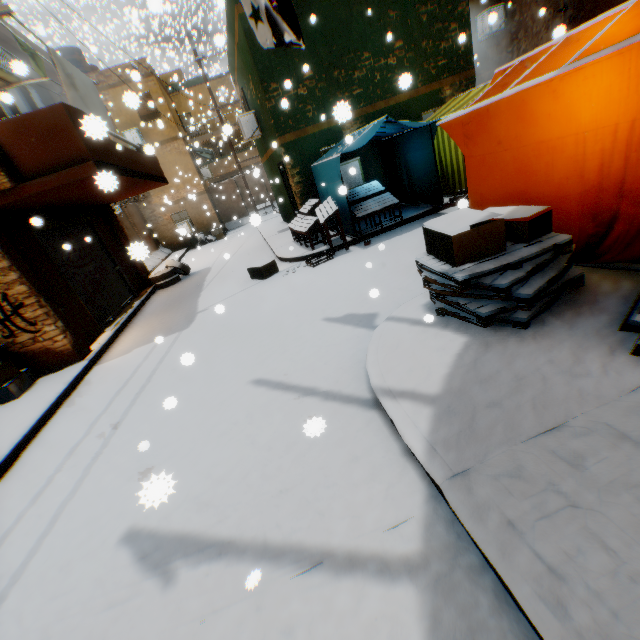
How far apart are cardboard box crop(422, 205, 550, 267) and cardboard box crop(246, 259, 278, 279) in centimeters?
388cm

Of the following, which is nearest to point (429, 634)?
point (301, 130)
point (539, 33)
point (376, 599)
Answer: point (376, 599)

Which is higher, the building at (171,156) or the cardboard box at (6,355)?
the building at (171,156)

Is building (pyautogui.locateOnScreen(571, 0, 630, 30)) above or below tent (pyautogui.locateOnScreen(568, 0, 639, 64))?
above

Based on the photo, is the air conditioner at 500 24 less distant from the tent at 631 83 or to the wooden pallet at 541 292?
the tent at 631 83

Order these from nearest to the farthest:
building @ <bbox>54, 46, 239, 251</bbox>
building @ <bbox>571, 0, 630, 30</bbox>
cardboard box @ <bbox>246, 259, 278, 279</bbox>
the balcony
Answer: the balcony
cardboard box @ <bbox>246, 259, 278, 279</bbox>
building @ <bbox>571, 0, 630, 30</bbox>
building @ <bbox>54, 46, 239, 251</bbox>

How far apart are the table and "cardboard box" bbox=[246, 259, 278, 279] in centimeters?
110cm

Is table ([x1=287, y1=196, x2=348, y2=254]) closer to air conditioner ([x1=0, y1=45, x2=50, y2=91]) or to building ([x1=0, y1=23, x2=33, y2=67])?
building ([x1=0, y1=23, x2=33, y2=67])
